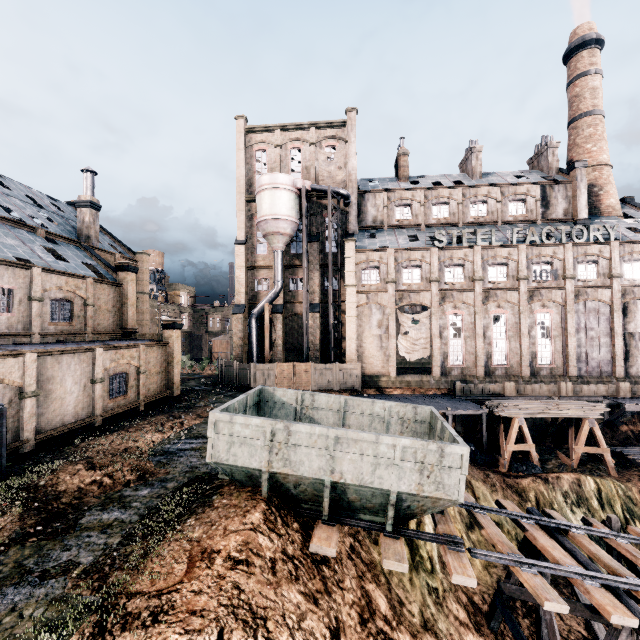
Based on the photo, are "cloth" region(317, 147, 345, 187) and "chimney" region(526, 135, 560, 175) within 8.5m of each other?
no

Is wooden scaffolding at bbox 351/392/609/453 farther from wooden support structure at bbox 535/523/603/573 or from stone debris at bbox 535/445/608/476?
wooden support structure at bbox 535/523/603/573

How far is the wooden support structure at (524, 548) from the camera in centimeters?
1273cm

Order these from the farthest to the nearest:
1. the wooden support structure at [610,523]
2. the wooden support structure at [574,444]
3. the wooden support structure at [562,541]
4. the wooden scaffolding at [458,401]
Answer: the wooden scaffolding at [458,401]
the wooden support structure at [574,444]
the wooden support structure at [610,523]
the wooden support structure at [562,541]

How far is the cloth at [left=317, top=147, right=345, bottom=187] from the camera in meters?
40.2 m

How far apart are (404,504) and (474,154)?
45.1 meters

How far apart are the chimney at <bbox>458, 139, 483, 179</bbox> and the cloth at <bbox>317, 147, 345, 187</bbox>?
16.16m

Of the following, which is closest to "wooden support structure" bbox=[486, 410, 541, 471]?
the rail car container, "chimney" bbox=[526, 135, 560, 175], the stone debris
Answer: the stone debris
